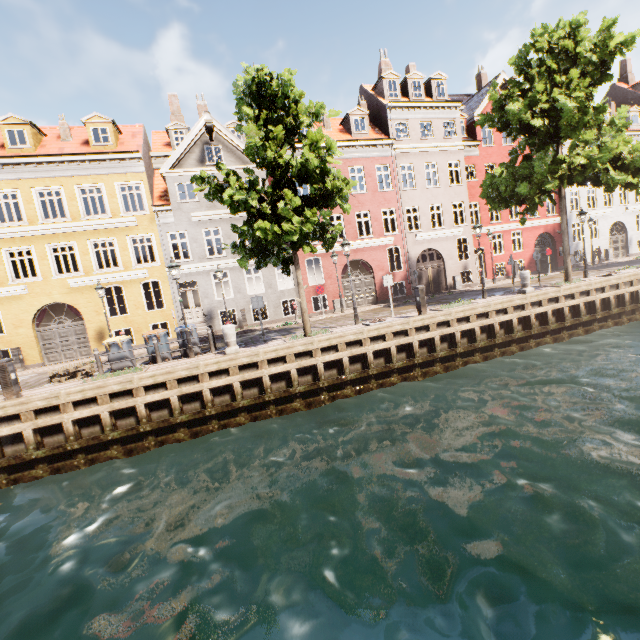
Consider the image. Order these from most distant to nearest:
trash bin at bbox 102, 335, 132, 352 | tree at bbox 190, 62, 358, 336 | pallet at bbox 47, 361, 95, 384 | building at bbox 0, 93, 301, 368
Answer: building at bbox 0, 93, 301, 368 < trash bin at bbox 102, 335, 132, 352 < pallet at bbox 47, 361, 95, 384 < tree at bbox 190, 62, 358, 336

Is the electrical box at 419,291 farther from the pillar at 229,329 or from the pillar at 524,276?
the pillar at 229,329

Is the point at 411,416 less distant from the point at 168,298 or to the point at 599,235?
the point at 168,298

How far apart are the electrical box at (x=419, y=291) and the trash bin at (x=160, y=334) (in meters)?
10.43

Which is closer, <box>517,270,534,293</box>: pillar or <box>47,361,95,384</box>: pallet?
<box>47,361,95,384</box>: pallet

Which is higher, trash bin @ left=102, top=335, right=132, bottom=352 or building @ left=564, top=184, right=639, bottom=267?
building @ left=564, top=184, right=639, bottom=267

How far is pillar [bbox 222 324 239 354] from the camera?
11.6m

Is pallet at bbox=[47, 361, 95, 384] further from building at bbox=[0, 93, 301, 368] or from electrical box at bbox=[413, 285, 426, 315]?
building at bbox=[0, 93, 301, 368]
